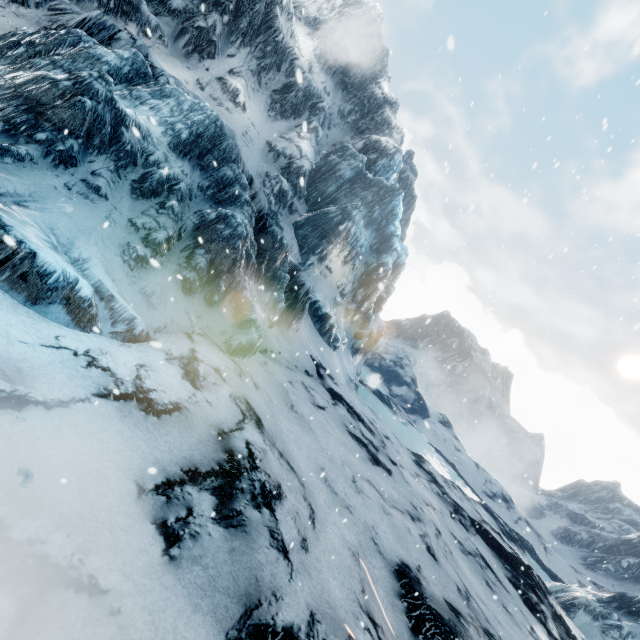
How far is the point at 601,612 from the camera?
19.19m
